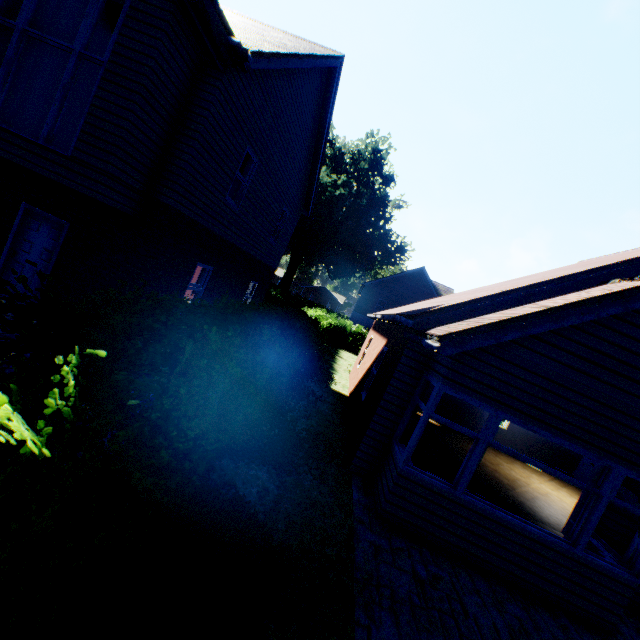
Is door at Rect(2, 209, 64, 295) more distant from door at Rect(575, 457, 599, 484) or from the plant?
the plant

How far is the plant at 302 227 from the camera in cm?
4053

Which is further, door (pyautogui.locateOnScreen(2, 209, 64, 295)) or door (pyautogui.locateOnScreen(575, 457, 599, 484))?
door (pyautogui.locateOnScreen(575, 457, 599, 484))

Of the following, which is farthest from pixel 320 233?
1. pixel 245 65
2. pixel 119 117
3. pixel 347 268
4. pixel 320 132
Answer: pixel 119 117

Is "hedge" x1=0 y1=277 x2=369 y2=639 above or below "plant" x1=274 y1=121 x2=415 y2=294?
below

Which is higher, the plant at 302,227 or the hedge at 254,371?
the plant at 302,227

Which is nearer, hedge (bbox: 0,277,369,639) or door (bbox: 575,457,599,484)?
hedge (bbox: 0,277,369,639)

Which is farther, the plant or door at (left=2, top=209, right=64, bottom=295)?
the plant
